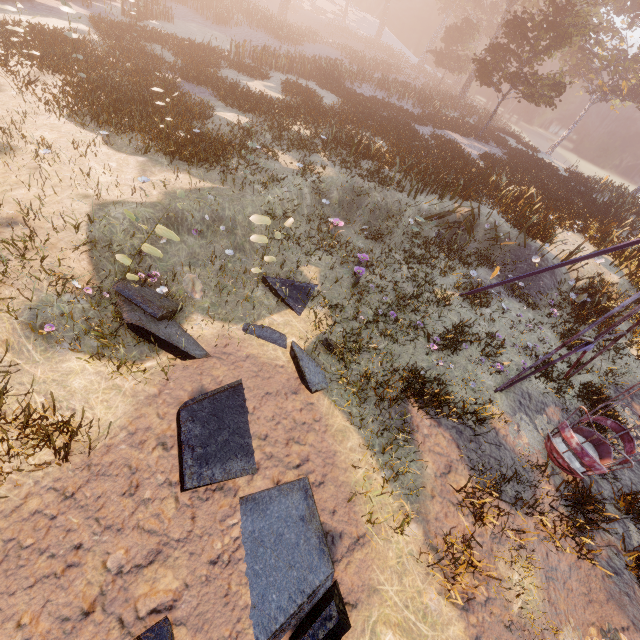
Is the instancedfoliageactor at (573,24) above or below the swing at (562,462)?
above

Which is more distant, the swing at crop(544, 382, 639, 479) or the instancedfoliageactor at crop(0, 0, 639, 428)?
the instancedfoliageactor at crop(0, 0, 639, 428)

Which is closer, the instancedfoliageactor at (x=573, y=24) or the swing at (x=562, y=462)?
the swing at (x=562, y=462)

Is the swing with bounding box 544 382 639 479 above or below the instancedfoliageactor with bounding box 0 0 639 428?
below

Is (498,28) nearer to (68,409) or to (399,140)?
(399,140)
